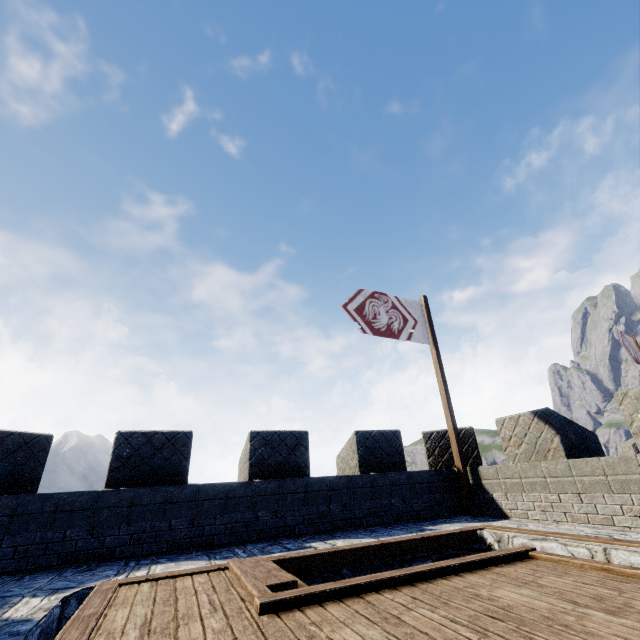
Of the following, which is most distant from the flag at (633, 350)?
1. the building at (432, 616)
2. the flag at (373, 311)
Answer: the flag at (373, 311)

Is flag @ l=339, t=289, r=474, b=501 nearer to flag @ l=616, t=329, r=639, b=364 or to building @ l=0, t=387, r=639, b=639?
building @ l=0, t=387, r=639, b=639

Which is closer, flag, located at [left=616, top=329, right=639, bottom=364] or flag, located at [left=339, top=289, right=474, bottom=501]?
flag, located at [left=339, top=289, right=474, bottom=501]

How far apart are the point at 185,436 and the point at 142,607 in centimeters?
361cm

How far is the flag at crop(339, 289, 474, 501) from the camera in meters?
7.8

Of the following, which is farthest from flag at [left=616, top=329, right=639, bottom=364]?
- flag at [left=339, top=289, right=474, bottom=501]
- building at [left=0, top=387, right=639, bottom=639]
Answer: flag at [left=339, top=289, right=474, bottom=501]
